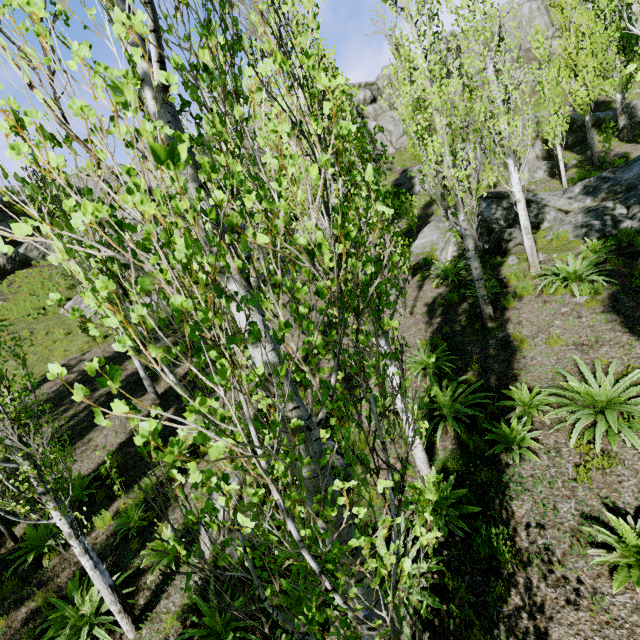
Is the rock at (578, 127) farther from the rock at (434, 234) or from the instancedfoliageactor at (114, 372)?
the rock at (434, 234)

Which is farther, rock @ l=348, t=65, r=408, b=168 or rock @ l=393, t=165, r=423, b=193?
rock @ l=348, t=65, r=408, b=168

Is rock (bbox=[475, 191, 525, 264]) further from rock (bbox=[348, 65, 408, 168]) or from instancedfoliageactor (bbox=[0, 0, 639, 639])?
rock (bbox=[348, 65, 408, 168])

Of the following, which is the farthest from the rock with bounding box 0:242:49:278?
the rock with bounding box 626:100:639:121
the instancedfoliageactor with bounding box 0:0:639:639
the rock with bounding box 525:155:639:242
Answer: the rock with bounding box 525:155:639:242

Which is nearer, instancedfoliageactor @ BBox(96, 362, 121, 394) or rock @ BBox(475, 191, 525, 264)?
instancedfoliageactor @ BBox(96, 362, 121, 394)

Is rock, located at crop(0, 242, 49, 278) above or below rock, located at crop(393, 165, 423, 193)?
above

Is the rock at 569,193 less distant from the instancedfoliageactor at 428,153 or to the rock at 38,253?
the instancedfoliageactor at 428,153

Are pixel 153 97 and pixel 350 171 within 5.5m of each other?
yes
